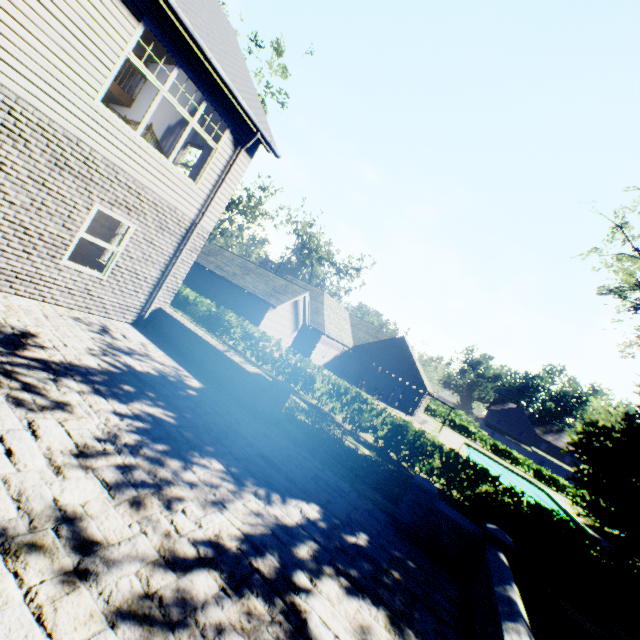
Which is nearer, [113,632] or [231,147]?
[113,632]

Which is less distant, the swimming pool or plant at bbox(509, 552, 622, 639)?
plant at bbox(509, 552, 622, 639)

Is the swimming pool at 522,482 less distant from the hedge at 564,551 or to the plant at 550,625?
the plant at 550,625

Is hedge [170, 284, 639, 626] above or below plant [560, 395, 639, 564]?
below

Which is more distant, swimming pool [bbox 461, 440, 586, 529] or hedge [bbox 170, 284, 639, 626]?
swimming pool [bbox 461, 440, 586, 529]

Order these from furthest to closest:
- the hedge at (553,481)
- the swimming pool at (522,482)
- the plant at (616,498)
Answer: the hedge at (553,481), the swimming pool at (522,482), the plant at (616,498)

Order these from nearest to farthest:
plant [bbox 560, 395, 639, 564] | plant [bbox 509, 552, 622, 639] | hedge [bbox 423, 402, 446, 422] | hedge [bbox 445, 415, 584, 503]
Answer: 1. plant [bbox 509, 552, 622, 639]
2. plant [bbox 560, 395, 639, 564]
3. hedge [bbox 445, 415, 584, 503]
4. hedge [bbox 423, 402, 446, 422]

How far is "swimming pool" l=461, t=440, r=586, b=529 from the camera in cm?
3098
